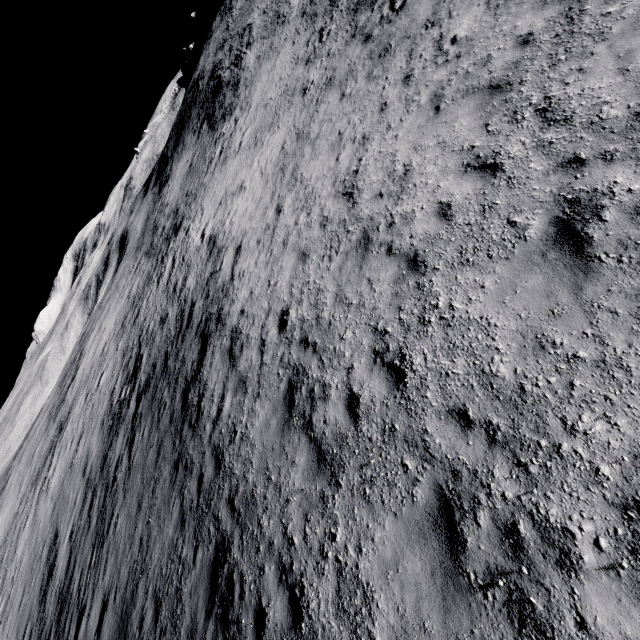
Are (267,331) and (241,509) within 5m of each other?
yes
